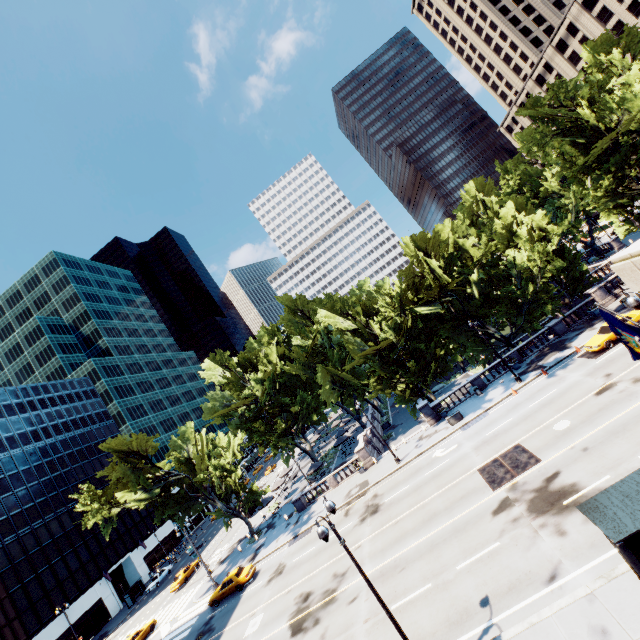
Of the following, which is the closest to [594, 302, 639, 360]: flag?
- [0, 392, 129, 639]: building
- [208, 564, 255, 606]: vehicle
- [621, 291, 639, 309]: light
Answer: [621, 291, 639, 309]: light

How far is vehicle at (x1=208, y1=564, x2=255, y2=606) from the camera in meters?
30.6 m

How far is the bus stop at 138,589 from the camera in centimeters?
5106cm

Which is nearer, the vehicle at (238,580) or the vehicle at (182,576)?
the vehicle at (238,580)

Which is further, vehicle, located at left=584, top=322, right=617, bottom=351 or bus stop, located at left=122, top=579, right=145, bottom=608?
bus stop, located at left=122, top=579, right=145, bottom=608

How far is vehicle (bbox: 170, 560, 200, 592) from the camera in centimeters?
4312cm

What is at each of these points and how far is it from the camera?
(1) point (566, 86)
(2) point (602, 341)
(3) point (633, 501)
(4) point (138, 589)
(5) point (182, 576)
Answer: (1) tree, 34.84m
(2) vehicle, 26.38m
(3) bus stop, 10.58m
(4) bus stop, 53.88m
(5) vehicle, 44.22m

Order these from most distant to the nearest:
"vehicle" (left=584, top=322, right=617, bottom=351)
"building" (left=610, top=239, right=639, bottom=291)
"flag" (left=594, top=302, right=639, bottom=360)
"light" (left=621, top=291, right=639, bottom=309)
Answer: "vehicle" (left=584, top=322, right=617, bottom=351) → "light" (left=621, top=291, right=639, bottom=309) → "flag" (left=594, top=302, right=639, bottom=360) → "building" (left=610, top=239, right=639, bottom=291)
